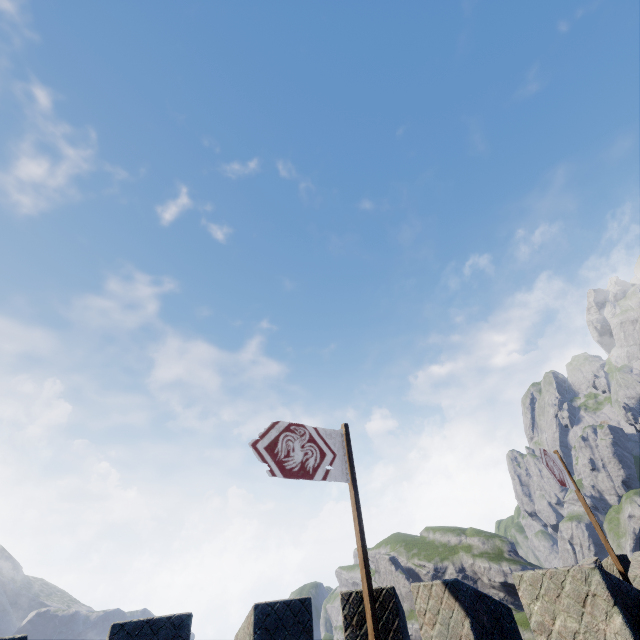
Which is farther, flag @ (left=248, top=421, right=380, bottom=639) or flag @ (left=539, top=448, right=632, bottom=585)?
flag @ (left=539, top=448, right=632, bottom=585)

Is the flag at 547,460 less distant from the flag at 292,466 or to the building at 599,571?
the building at 599,571

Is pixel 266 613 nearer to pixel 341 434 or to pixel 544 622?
pixel 341 434

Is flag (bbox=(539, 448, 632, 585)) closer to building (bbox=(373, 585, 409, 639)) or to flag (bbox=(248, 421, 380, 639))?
building (bbox=(373, 585, 409, 639))

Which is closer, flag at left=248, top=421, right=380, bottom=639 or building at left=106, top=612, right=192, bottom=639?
building at left=106, top=612, right=192, bottom=639

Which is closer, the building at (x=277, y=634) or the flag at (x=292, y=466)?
the building at (x=277, y=634)

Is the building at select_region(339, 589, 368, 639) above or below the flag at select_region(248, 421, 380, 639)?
below
